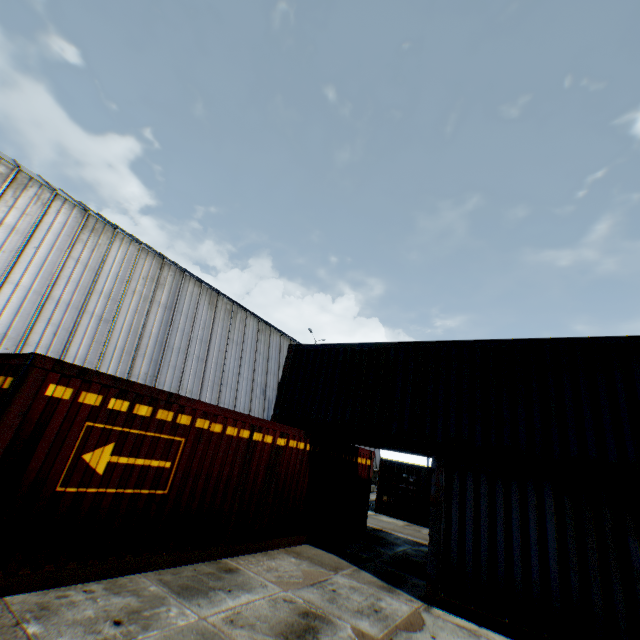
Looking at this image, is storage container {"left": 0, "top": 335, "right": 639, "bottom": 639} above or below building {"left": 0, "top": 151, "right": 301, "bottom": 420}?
below

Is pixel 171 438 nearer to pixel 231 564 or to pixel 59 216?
pixel 231 564

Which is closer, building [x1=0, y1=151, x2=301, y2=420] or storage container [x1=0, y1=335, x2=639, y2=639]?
storage container [x1=0, y1=335, x2=639, y2=639]

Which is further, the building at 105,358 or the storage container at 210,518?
the building at 105,358

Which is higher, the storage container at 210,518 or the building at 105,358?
the building at 105,358
